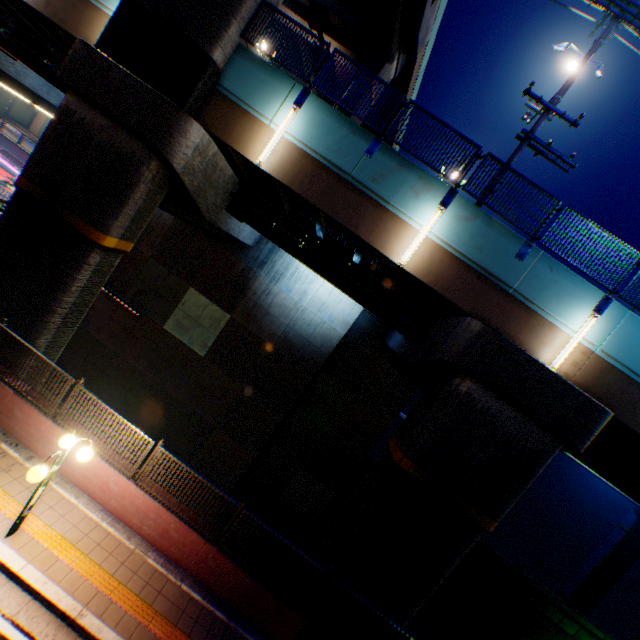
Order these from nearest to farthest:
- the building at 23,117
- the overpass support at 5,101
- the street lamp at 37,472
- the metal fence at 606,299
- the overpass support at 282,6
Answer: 1. the street lamp at 37,472
2. the metal fence at 606,299
3. the overpass support at 282,6
4. the overpass support at 5,101
5. the building at 23,117

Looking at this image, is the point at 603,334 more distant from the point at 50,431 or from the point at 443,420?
the point at 50,431

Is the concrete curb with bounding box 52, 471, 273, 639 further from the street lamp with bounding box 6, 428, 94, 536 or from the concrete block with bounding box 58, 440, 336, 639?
the street lamp with bounding box 6, 428, 94, 536

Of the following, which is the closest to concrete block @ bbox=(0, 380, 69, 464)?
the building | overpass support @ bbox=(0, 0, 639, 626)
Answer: overpass support @ bbox=(0, 0, 639, 626)

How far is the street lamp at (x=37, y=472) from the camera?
5.74m

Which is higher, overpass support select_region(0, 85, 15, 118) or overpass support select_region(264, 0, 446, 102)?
overpass support select_region(264, 0, 446, 102)

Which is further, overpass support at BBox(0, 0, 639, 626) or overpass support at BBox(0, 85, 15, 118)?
overpass support at BBox(0, 85, 15, 118)

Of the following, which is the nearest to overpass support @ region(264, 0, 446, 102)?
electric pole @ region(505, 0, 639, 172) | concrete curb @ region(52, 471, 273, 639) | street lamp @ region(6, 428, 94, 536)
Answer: electric pole @ region(505, 0, 639, 172)
